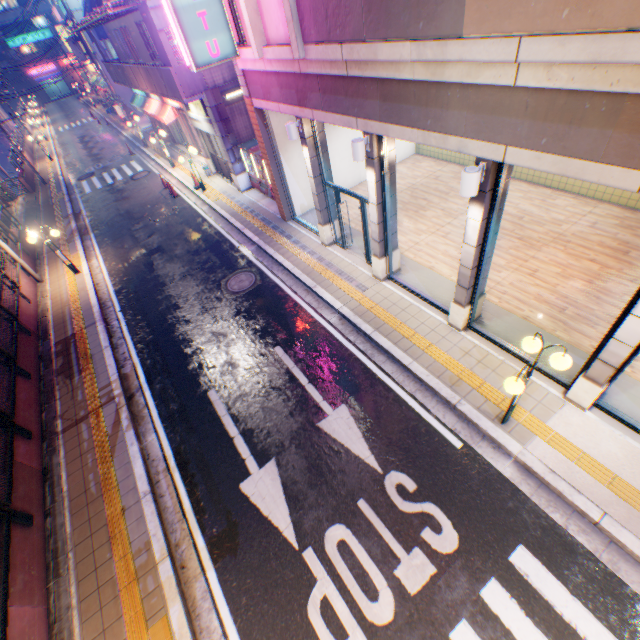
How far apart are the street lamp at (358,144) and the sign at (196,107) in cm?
1103

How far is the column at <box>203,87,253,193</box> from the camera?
13.7 meters

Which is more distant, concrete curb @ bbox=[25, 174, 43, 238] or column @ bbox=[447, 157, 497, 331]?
concrete curb @ bbox=[25, 174, 43, 238]

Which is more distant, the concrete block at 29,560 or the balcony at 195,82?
the balcony at 195,82

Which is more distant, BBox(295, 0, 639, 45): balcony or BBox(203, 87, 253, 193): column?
BBox(203, 87, 253, 193): column

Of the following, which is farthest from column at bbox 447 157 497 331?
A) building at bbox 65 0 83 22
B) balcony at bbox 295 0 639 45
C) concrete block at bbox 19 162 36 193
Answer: building at bbox 65 0 83 22

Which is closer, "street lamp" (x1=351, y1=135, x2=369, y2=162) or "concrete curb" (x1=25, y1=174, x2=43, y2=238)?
"street lamp" (x1=351, y1=135, x2=369, y2=162)

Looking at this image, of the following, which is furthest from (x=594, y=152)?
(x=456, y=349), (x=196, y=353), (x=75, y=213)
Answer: (x=75, y=213)
